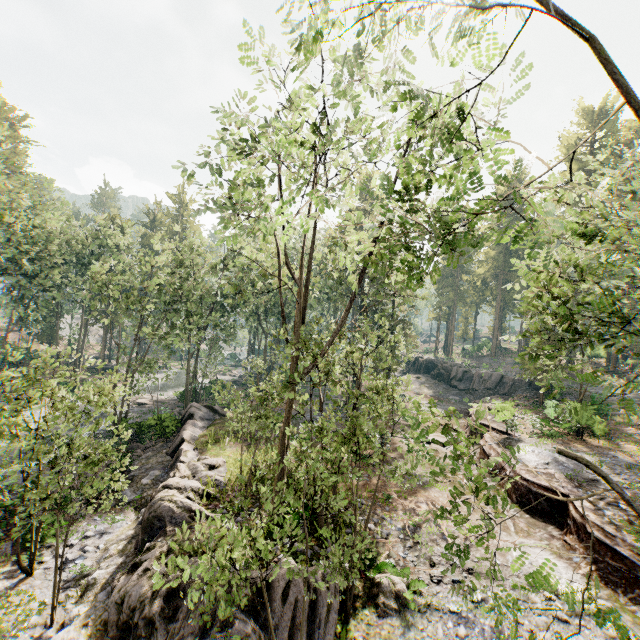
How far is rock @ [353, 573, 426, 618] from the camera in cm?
1056

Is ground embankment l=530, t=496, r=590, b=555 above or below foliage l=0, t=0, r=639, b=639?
below

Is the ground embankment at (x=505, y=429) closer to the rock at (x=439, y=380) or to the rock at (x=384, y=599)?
the rock at (x=439, y=380)

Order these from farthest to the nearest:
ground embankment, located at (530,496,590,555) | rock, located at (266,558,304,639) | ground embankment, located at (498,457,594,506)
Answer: ground embankment, located at (498,457,594,506) < ground embankment, located at (530,496,590,555) < rock, located at (266,558,304,639)

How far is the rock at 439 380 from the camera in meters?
39.2 m

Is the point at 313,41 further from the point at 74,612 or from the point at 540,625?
the point at 74,612

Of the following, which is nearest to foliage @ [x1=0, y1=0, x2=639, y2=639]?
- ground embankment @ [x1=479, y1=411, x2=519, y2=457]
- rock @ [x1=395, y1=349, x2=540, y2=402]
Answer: ground embankment @ [x1=479, y1=411, x2=519, y2=457]

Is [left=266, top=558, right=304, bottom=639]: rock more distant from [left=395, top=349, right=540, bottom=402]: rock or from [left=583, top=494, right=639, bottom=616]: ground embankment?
[left=395, top=349, right=540, bottom=402]: rock
